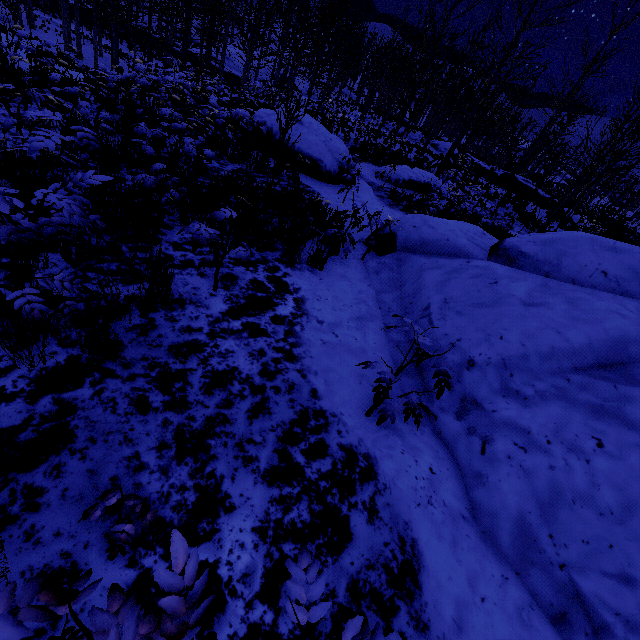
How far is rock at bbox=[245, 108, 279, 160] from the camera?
9.98m

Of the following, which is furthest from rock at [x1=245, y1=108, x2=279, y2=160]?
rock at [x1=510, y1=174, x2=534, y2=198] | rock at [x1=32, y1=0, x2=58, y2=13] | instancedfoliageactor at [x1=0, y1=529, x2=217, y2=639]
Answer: rock at [x1=32, y1=0, x2=58, y2=13]

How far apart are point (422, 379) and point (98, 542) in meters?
3.2

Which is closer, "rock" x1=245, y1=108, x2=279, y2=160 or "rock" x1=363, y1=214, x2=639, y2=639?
"rock" x1=363, y1=214, x2=639, y2=639

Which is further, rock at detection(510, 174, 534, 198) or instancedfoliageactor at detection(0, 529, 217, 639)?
rock at detection(510, 174, 534, 198)

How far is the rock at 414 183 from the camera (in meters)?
13.65

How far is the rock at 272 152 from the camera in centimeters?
998cm

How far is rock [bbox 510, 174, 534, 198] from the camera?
27.05m
